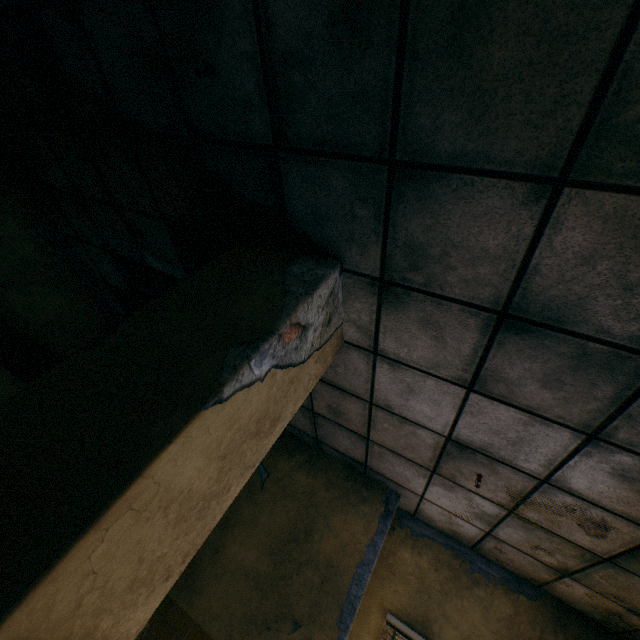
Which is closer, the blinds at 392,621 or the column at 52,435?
the column at 52,435

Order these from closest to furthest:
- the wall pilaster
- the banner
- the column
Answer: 1. the column
2. the wall pilaster
3. the banner

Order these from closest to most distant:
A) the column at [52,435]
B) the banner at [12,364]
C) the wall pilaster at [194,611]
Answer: the column at [52,435] < the wall pilaster at [194,611] < the banner at [12,364]

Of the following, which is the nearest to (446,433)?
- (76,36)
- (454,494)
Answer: (454,494)

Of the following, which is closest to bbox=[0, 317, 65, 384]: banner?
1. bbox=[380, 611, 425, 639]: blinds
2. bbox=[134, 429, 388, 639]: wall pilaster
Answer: bbox=[134, 429, 388, 639]: wall pilaster

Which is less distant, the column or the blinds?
the column

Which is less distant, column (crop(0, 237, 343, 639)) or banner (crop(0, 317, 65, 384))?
Answer: column (crop(0, 237, 343, 639))

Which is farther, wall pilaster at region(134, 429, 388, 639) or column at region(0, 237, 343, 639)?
wall pilaster at region(134, 429, 388, 639)
